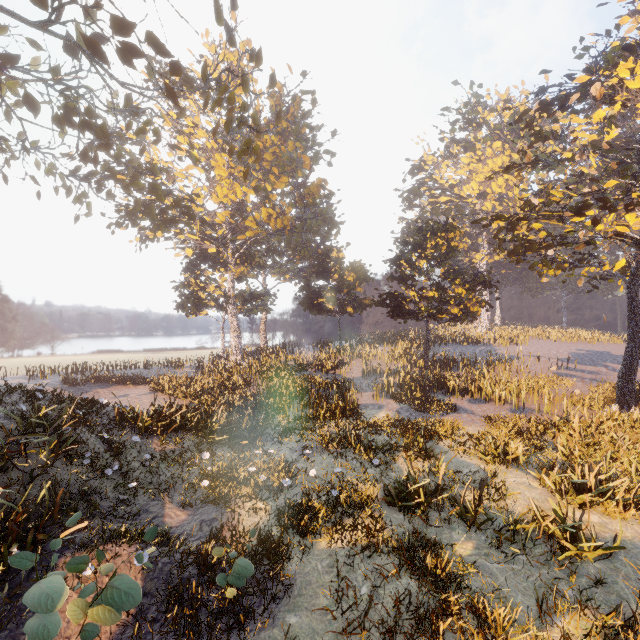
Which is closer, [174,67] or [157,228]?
[174,67]

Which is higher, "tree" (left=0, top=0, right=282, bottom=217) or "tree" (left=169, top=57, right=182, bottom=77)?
"tree" (left=0, top=0, right=282, bottom=217)

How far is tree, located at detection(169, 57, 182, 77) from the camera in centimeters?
1056cm

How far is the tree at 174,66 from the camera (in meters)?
10.56

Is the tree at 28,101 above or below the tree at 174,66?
above
